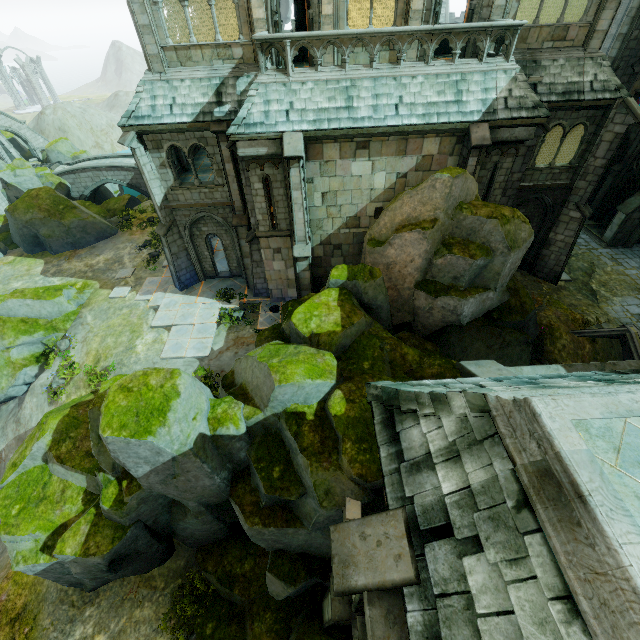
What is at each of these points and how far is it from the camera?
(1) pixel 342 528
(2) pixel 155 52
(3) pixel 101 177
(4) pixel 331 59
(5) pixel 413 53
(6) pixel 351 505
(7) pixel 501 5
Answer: (1) stone column, 4.2 meters
(2) stone column, 12.7 meters
(3) bridge, 35.3 meters
(4) stone column, 13.1 meters
(5) stone column, 13.0 meters
(6) brick, 8.0 meters
(7) stone column, 12.1 meters

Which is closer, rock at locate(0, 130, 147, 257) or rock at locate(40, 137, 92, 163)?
rock at locate(0, 130, 147, 257)

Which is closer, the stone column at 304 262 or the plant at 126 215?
the stone column at 304 262

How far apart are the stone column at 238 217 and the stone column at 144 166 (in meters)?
2.97

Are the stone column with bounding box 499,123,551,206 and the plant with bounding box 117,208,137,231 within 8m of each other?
no

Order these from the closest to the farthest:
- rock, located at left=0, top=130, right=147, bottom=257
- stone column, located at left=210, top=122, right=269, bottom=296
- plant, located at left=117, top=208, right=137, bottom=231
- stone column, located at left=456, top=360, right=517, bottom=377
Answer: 1. stone column, located at left=456, top=360, right=517, bottom=377
2. stone column, located at left=210, top=122, right=269, bottom=296
3. rock, located at left=0, top=130, right=147, bottom=257
4. plant, located at left=117, top=208, right=137, bottom=231

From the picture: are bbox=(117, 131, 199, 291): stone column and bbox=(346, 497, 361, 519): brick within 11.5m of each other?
no

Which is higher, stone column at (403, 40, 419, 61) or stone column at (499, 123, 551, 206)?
stone column at (403, 40, 419, 61)
